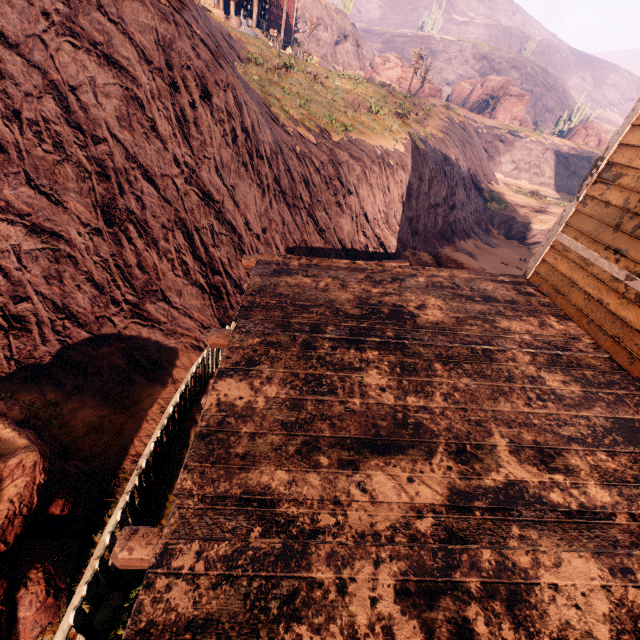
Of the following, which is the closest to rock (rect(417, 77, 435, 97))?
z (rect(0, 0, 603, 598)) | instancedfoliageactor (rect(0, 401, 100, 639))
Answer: z (rect(0, 0, 603, 598))

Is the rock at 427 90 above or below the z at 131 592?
above

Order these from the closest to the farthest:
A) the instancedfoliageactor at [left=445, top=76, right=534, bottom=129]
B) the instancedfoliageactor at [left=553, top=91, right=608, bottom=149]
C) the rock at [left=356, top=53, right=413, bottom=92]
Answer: the rock at [left=356, top=53, right=413, bottom=92], the instancedfoliageactor at [left=553, top=91, right=608, bottom=149], the instancedfoliageactor at [left=445, top=76, right=534, bottom=129]

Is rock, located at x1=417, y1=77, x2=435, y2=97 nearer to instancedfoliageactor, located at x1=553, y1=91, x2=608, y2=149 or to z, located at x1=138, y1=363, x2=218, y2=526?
z, located at x1=138, y1=363, x2=218, y2=526

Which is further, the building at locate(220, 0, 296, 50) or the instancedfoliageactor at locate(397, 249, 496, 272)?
the building at locate(220, 0, 296, 50)

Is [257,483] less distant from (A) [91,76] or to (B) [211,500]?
(B) [211,500]

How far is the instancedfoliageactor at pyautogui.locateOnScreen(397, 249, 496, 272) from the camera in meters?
11.9

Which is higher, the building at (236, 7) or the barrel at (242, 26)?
the building at (236, 7)
